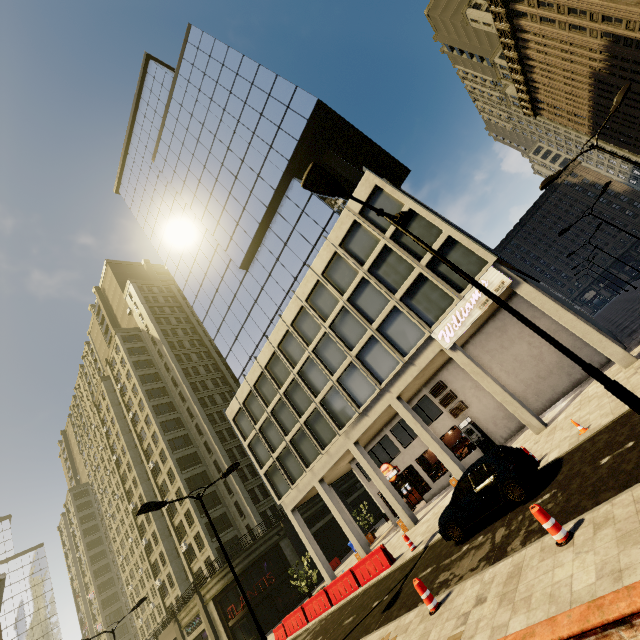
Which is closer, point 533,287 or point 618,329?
point 533,287

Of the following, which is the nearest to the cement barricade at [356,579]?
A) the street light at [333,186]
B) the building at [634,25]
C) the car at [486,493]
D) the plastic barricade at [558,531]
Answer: the building at [634,25]

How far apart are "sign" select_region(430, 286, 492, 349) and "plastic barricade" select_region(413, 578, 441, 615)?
11.72m

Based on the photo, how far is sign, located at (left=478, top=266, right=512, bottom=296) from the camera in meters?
16.0 m

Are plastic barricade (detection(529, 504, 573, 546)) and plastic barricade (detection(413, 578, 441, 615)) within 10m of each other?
yes

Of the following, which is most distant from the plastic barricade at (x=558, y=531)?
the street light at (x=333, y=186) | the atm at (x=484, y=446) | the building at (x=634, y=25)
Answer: the atm at (x=484, y=446)

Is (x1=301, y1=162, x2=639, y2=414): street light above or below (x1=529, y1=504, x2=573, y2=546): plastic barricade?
above
